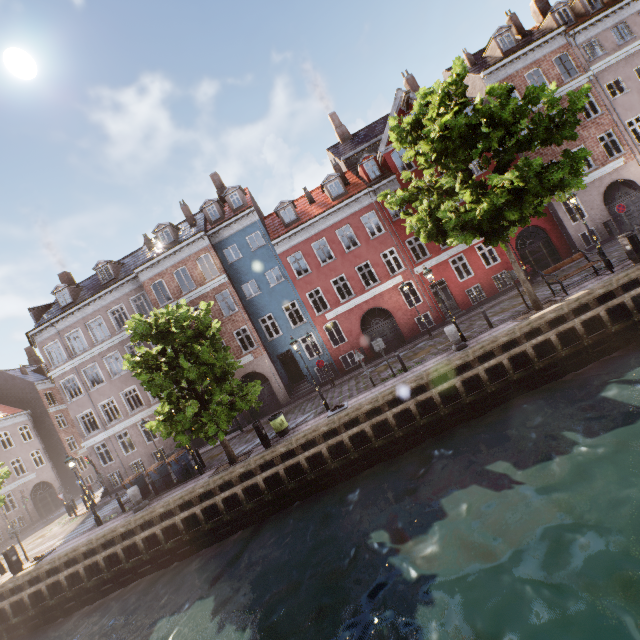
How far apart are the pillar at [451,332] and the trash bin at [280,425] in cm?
825

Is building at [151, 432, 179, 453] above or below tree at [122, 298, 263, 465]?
below

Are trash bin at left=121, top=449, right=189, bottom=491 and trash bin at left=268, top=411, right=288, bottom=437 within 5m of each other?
no

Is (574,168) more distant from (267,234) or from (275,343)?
(275,343)

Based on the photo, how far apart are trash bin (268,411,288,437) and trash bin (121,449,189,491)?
6.7m

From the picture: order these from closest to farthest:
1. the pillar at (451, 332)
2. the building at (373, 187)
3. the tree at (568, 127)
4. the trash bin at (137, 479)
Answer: the tree at (568, 127), the pillar at (451, 332), the trash bin at (137, 479), the building at (373, 187)

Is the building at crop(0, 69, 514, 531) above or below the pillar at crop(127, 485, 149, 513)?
above

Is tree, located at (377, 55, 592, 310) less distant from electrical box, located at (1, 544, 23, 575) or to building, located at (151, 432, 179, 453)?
electrical box, located at (1, 544, 23, 575)
